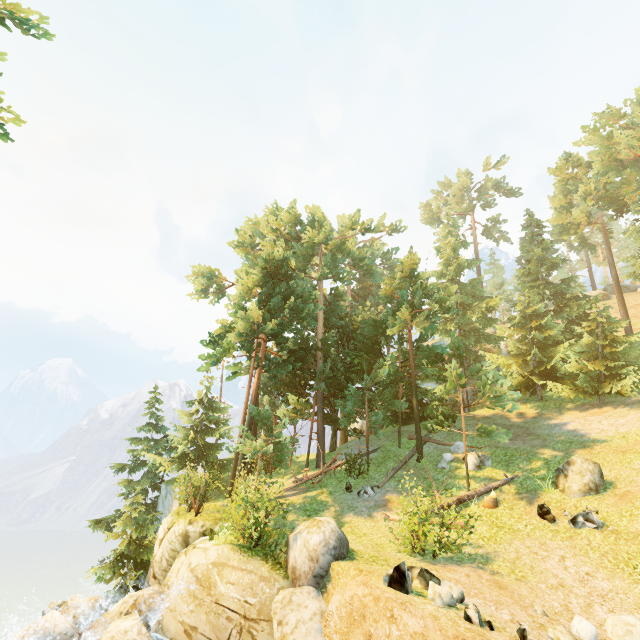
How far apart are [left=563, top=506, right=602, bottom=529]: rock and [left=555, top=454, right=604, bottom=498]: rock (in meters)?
0.99

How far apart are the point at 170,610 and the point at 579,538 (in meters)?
14.05

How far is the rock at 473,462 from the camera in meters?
17.6

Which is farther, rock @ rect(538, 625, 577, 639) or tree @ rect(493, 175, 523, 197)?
tree @ rect(493, 175, 523, 197)

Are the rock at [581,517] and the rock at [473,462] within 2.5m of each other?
no

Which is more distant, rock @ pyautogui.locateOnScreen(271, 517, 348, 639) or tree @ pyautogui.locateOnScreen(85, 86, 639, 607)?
tree @ pyautogui.locateOnScreen(85, 86, 639, 607)

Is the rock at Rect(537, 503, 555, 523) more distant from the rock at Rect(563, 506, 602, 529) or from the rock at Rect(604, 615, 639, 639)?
the rock at Rect(604, 615, 639, 639)

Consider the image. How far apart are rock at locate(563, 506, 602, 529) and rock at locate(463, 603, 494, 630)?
7.67m
